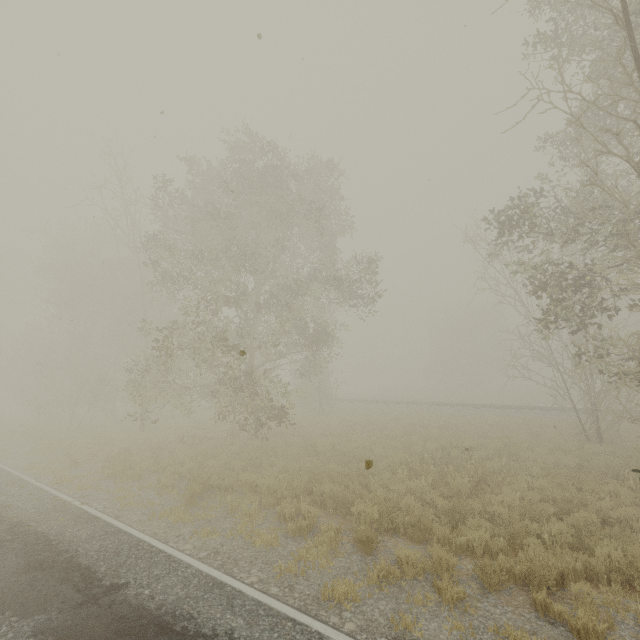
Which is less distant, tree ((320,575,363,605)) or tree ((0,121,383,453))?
tree ((320,575,363,605))

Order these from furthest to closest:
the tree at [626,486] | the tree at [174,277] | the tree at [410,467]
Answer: the tree at [174,277], the tree at [410,467], the tree at [626,486]

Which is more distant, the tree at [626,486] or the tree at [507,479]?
Result: the tree at [507,479]

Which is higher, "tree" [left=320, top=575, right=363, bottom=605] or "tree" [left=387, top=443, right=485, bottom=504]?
"tree" [left=387, top=443, right=485, bottom=504]

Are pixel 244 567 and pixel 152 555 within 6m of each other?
yes

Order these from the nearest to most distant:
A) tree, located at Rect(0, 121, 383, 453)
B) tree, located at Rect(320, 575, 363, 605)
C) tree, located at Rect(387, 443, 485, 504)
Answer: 1. tree, located at Rect(320, 575, 363, 605)
2. tree, located at Rect(387, 443, 485, 504)
3. tree, located at Rect(0, 121, 383, 453)
